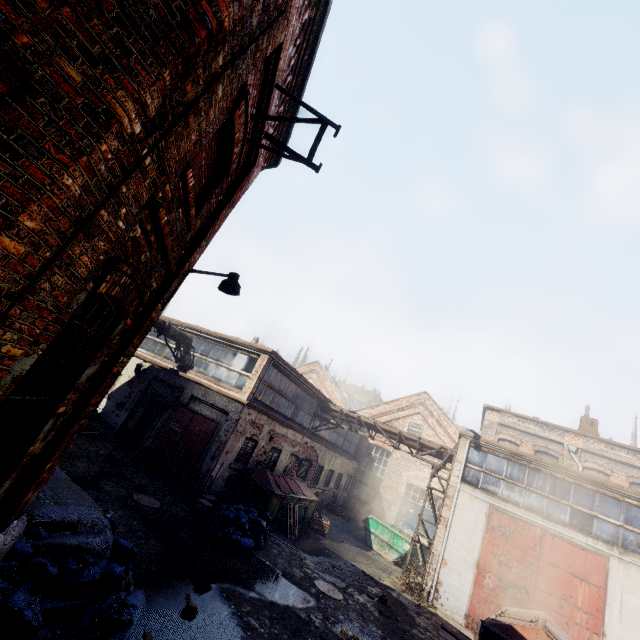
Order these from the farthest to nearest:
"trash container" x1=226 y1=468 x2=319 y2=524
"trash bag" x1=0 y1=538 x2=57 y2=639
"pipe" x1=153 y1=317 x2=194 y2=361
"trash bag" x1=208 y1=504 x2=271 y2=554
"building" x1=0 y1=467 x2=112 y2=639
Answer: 1. "pipe" x1=153 y1=317 x2=194 y2=361
2. "trash container" x1=226 y1=468 x2=319 y2=524
3. "trash bag" x1=208 y1=504 x2=271 y2=554
4. "building" x1=0 y1=467 x2=112 y2=639
5. "trash bag" x1=0 y1=538 x2=57 y2=639

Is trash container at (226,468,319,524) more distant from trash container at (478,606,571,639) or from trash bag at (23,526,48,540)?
trash bag at (23,526,48,540)

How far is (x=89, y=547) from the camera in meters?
5.0 m

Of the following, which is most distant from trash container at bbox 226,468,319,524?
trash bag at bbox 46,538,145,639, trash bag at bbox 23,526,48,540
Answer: trash bag at bbox 23,526,48,540

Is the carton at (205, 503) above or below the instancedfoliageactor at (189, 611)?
above

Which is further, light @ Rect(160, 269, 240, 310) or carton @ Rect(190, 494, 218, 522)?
carton @ Rect(190, 494, 218, 522)

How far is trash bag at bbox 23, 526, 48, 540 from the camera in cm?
441

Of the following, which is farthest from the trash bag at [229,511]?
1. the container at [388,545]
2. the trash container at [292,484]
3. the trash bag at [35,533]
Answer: the container at [388,545]
